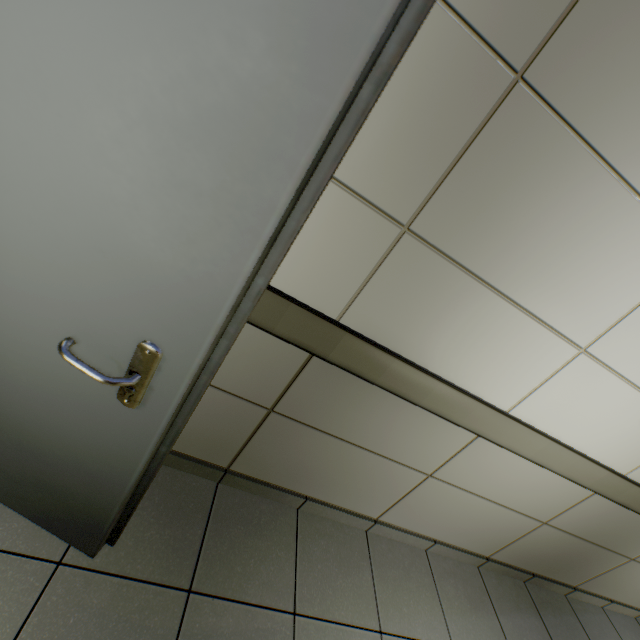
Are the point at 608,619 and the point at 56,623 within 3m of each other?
no
